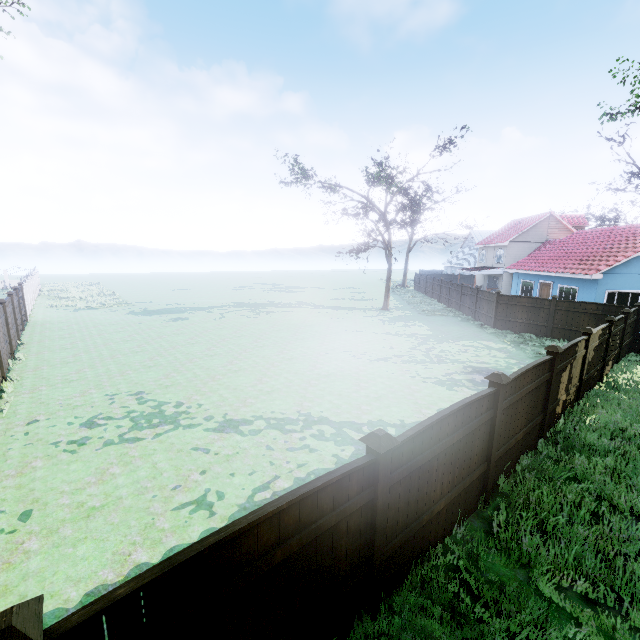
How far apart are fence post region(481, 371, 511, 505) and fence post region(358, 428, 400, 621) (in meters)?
2.76

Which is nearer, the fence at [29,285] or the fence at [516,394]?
the fence at [516,394]

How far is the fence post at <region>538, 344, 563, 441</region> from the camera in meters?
7.3

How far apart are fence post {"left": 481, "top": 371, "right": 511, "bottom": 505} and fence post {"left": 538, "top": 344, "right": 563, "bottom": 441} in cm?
266

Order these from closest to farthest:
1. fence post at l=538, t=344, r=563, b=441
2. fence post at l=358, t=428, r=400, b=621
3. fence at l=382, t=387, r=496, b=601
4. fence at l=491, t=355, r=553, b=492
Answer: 1. fence post at l=358, t=428, r=400, b=621
2. fence at l=382, t=387, r=496, b=601
3. fence at l=491, t=355, r=553, b=492
4. fence post at l=538, t=344, r=563, b=441

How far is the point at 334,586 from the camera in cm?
347

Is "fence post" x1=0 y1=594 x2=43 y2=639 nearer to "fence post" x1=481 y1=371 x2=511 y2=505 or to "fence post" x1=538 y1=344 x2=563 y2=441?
"fence post" x1=481 y1=371 x2=511 y2=505

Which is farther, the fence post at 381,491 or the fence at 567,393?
the fence at 567,393
